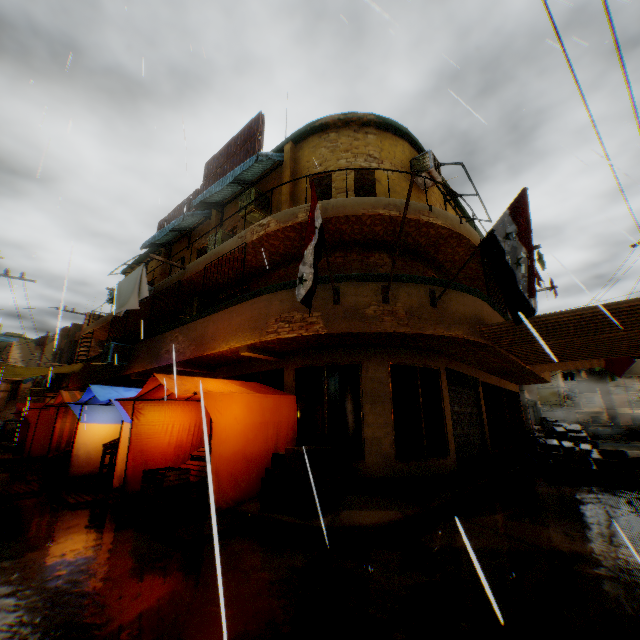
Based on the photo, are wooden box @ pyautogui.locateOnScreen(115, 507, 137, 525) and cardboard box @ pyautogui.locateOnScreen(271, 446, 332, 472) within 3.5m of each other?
yes

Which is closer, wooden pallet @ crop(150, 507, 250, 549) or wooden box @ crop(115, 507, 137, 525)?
wooden pallet @ crop(150, 507, 250, 549)

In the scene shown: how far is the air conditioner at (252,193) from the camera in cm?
1112

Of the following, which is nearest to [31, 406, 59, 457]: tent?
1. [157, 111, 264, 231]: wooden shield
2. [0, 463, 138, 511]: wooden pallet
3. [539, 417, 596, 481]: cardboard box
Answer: [0, 463, 138, 511]: wooden pallet

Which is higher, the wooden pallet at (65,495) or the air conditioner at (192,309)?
the air conditioner at (192,309)

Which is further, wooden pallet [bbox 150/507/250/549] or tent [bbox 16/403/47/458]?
tent [bbox 16/403/47/458]

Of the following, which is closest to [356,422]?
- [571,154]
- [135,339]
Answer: [571,154]

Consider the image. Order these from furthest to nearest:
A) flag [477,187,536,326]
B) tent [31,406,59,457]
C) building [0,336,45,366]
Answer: building [0,336,45,366]
tent [31,406,59,457]
flag [477,187,536,326]
